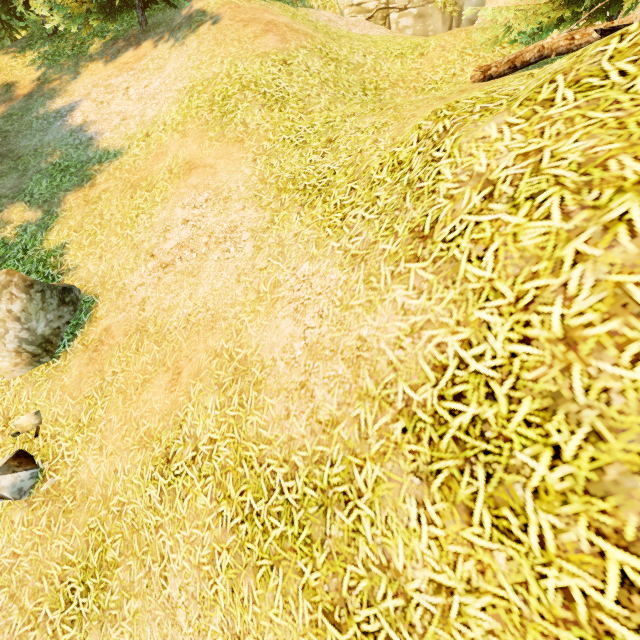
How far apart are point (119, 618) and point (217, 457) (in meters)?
2.59

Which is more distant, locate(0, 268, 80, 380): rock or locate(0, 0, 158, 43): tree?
locate(0, 0, 158, 43): tree

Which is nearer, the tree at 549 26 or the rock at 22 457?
the rock at 22 457

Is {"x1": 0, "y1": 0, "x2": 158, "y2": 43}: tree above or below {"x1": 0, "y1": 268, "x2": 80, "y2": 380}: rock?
above

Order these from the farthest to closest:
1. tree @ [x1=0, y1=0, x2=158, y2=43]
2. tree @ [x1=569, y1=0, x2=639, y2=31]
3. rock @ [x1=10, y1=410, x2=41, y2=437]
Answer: tree @ [x1=0, y1=0, x2=158, y2=43], tree @ [x1=569, y1=0, x2=639, y2=31], rock @ [x1=10, y1=410, x2=41, y2=437]

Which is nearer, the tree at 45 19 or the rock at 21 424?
the rock at 21 424

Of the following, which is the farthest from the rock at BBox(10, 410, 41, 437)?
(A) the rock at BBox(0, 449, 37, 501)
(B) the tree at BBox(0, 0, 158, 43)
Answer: (B) the tree at BBox(0, 0, 158, 43)

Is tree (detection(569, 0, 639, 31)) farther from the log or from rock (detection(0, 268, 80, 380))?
rock (detection(0, 268, 80, 380))
